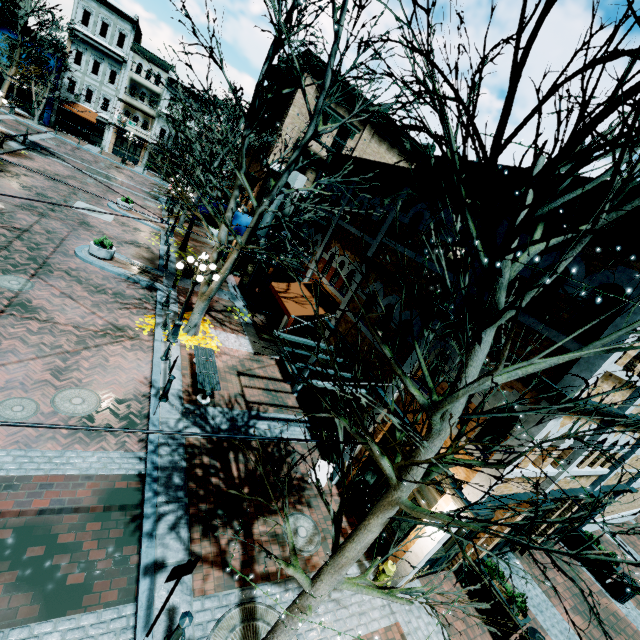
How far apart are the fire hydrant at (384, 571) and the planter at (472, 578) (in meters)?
3.07

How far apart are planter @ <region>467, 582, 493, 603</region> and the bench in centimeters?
866cm

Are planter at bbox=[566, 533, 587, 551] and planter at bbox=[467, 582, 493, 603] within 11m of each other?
yes

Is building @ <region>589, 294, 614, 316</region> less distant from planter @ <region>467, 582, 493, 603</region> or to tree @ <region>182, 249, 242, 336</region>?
planter @ <region>467, 582, 493, 603</region>

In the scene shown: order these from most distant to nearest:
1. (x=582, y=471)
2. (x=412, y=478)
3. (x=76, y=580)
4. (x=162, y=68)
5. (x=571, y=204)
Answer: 1. (x=162, y=68)
2. (x=582, y=471)
3. (x=571, y=204)
4. (x=76, y=580)
5. (x=412, y=478)

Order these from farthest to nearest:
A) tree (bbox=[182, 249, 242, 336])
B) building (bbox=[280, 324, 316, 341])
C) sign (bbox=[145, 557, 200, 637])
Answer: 1. building (bbox=[280, 324, 316, 341])
2. tree (bbox=[182, 249, 242, 336])
3. sign (bbox=[145, 557, 200, 637])

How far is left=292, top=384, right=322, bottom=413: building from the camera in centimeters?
1211cm

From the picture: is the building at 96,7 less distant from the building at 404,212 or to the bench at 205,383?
the building at 404,212
